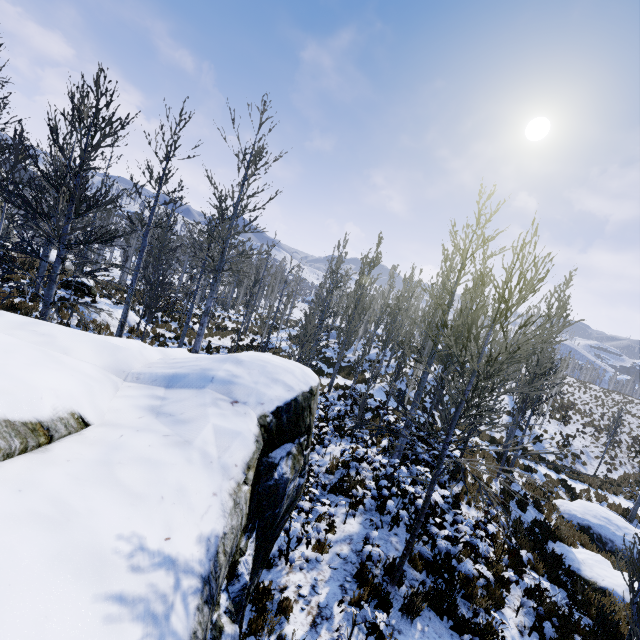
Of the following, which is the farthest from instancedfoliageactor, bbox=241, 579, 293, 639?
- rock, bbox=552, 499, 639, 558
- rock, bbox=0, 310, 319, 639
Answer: rock, bbox=552, 499, 639, 558

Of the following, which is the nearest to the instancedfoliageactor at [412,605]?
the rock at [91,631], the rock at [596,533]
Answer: the rock at [91,631]

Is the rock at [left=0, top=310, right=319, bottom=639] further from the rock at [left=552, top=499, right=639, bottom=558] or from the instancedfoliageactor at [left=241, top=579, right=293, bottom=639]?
the rock at [left=552, top=499, right=639, bottom=558]

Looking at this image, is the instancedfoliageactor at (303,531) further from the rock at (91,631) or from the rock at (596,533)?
the rock at (596,533)

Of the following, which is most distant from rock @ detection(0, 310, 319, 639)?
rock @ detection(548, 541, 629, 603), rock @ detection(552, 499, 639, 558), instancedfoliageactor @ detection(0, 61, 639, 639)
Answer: rock @ detection(552, 499, 639, 558)

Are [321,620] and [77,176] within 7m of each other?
no

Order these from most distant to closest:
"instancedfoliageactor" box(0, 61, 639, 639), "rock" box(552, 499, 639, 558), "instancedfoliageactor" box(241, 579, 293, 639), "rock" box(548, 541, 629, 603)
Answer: "rock" box(552, 499, 639, 558) < "rock" box(548, 541, 629, 603) < "instancedfoliageactor" box(0, 61, 639, 639) < "instancedfoliageactor" box(241, 579, 293, 639)

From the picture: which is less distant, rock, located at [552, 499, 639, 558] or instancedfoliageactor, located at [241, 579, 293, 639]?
instancedfoliageactor, located at [241, 579, 293, 639]
